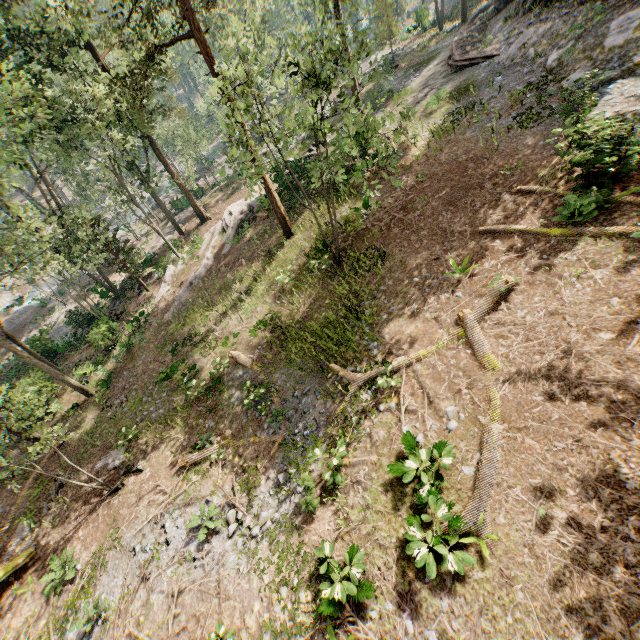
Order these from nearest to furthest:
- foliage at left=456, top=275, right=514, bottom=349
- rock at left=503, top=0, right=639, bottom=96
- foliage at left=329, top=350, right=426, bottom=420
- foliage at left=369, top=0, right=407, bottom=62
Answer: foliage at left=456, top=275, right=514, bottom=349 → foliage at left=329, top=350, right=426, bottom=420 → rock at left=503, top=0, right=639, bottom=96 → foliage at left=369, top=0, right=407, bottom=62

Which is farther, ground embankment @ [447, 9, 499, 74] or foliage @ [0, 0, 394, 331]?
ground embankment @ [447, 9, 499, 74]

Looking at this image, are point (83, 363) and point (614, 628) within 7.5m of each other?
no

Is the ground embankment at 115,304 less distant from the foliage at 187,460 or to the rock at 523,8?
the foliage at 187,460

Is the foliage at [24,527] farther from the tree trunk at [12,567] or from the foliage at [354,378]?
the foliage at [354,378]

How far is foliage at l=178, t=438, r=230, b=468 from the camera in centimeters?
1341cm

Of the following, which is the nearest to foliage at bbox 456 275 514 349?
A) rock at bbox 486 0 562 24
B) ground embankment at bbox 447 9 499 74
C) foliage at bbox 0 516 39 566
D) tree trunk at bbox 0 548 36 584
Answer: rock at bbox 486 0 562 24
